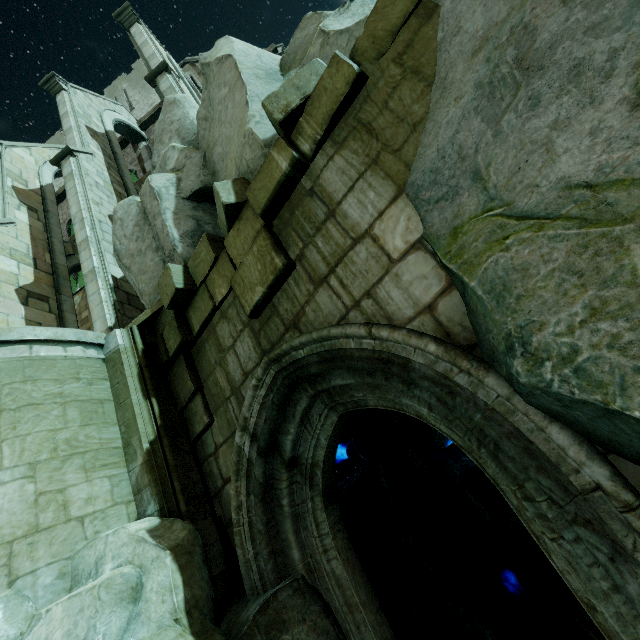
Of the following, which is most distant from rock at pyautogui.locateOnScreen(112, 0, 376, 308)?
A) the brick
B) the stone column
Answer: the stone column

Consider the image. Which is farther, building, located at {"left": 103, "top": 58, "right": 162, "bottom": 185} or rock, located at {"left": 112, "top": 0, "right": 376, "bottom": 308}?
building, located at {"left": 103, "top": 58, "right": 162, "bottom": 185}

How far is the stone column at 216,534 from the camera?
4.2 meters

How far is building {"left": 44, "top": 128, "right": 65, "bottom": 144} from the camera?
27.2 meters

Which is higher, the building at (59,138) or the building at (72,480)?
the building at (59,138)

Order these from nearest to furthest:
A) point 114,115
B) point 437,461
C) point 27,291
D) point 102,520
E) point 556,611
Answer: point 102,520 < point 556,611 < point 437,461 < point 27,291 < point 114,115
